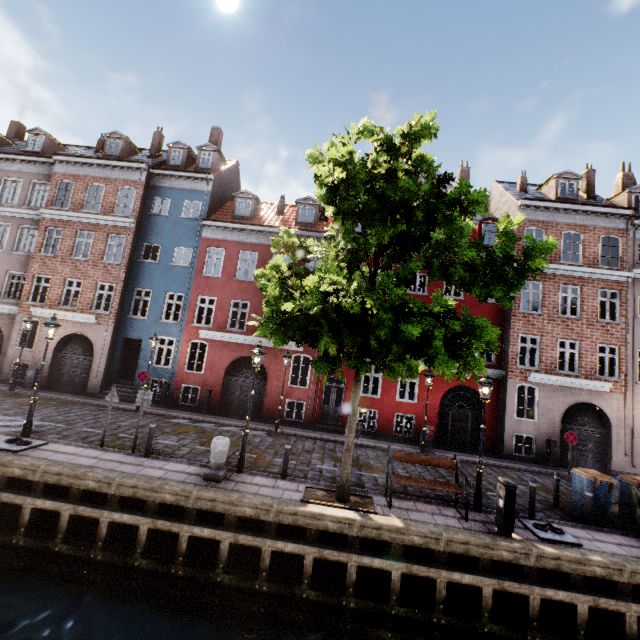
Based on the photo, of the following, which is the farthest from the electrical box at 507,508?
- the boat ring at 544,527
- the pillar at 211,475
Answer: the pillar at 211,475

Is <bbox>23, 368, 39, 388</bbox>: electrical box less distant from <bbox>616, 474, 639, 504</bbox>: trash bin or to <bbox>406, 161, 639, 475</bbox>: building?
<bbox>406, 161, 639, 475</bbox>: building

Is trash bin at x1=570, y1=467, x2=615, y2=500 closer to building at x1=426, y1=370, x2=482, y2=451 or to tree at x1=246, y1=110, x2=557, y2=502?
tree at x1=246, y1=110, x2=557, y2=502

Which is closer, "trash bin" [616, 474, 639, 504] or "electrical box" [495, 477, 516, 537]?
"electrical box" [495, 477, 516, 537]

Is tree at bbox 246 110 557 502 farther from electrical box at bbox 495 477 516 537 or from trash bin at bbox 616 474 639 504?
trash bin at bbox 616 474 639 504

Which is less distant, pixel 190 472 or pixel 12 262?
pixel 190 472

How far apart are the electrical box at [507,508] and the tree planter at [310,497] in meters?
3.0 m

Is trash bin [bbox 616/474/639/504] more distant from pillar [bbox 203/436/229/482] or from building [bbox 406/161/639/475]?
pillar [bbox 203/436/229/482]
